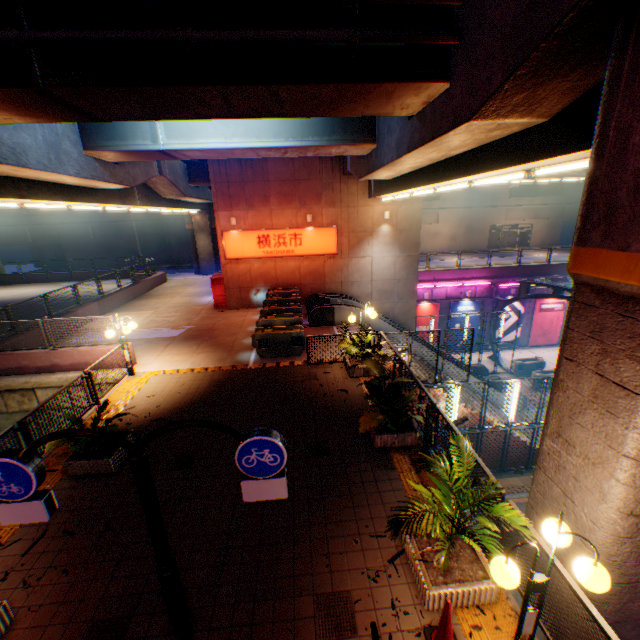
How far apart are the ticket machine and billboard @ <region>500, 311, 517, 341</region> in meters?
18.5 m

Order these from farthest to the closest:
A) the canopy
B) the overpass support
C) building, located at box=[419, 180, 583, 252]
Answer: building, located at box=[419, 180, 583, 252] → the canopy → the overpass support

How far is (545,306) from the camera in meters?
26.5

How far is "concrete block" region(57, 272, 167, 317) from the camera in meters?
17.9

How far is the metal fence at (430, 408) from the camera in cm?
723

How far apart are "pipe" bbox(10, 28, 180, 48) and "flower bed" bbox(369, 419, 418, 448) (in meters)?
7.65

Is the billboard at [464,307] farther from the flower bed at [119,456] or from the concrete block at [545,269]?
the flower bed at [119,456]

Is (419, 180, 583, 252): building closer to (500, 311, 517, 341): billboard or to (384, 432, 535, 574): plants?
(500, 311, 517, 341): billboard
